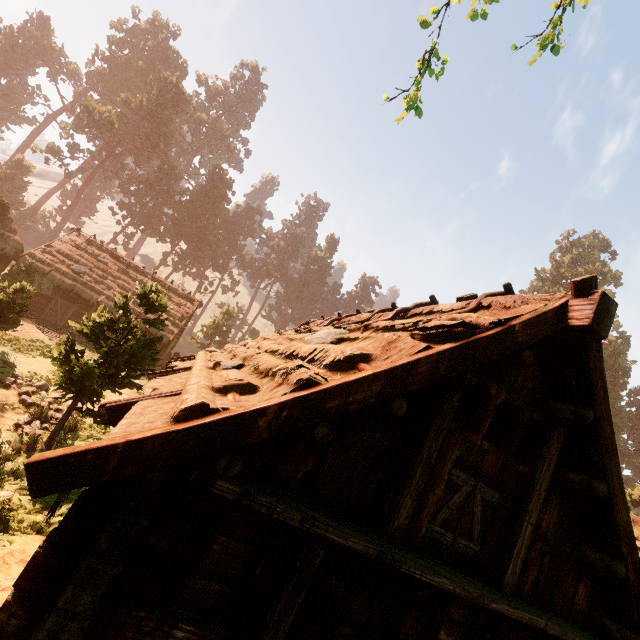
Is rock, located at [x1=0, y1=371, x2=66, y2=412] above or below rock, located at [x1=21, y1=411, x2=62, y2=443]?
below

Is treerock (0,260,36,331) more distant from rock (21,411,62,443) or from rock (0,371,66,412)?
rock (0,371,66,412)

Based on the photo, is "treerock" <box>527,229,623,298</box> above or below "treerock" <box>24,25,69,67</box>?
above

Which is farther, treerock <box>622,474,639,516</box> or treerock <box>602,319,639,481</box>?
treerock <box>602,319,639,481</box>

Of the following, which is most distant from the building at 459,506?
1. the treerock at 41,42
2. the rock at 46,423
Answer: the rock at 46,423

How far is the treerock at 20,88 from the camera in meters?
57.3

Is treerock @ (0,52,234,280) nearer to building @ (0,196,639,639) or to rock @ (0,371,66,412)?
building @ (0,196,639,639)

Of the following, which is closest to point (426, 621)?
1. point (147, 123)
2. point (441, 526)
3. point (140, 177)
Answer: point (441, 526)
